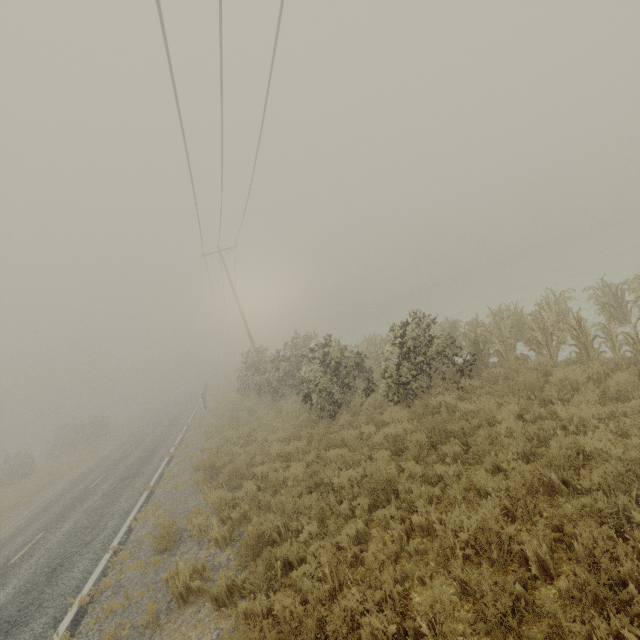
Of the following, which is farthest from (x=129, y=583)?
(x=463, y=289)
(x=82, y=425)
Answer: (x=463, y=289)
